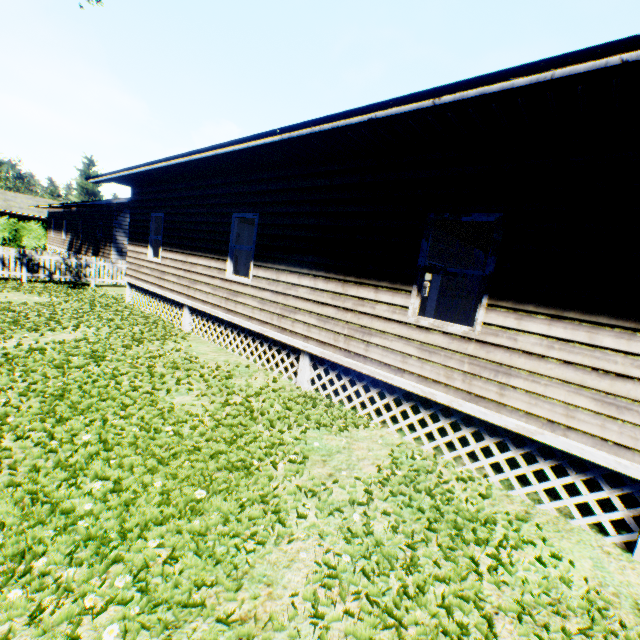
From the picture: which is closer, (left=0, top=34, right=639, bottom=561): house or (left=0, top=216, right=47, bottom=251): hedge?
(left=0, top=34, right=639, bottom=561): house

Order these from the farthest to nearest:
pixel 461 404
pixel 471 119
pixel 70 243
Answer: pixel 70 243, pixel 461 404, pixel 471 119

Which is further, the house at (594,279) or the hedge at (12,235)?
the hedge at (12,235)
